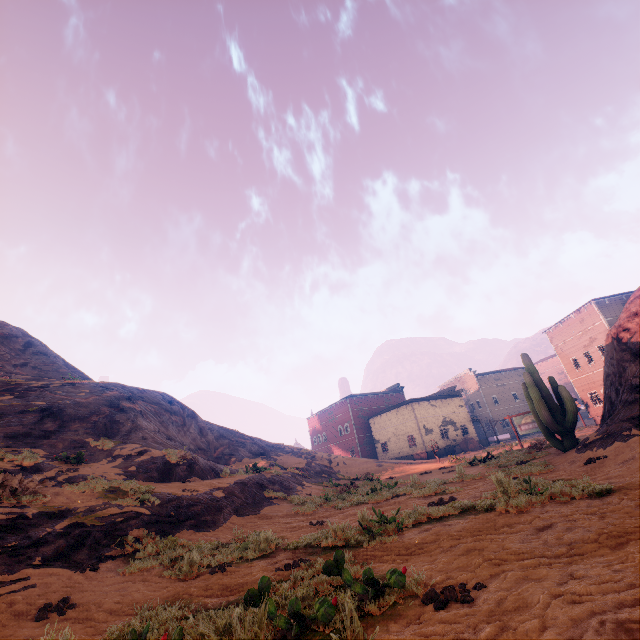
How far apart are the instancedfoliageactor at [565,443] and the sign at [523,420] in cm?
742

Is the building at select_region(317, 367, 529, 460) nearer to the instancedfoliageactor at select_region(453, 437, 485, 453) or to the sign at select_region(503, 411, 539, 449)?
the instancedfoliageactor at select_region(453, 437, 485, 453)

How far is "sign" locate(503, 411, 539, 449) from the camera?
20.5m

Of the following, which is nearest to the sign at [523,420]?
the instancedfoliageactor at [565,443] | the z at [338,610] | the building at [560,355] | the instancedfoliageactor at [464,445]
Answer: the z at [338,610]

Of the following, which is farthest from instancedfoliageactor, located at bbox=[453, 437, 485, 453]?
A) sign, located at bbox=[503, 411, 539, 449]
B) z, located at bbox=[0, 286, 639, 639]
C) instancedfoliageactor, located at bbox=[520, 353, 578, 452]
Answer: instancedfoliageactor, located at bbox=[520, 353, 578, 452]

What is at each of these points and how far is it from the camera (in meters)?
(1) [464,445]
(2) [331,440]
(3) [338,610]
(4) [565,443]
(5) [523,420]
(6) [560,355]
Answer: (1) instancedfoliageactor, 39.78
(2) building, 55.66
(3) z, 3.11
(4) instancedfoliageactor, 12.47
(5) sign, 21.06
(6) building, 37.03

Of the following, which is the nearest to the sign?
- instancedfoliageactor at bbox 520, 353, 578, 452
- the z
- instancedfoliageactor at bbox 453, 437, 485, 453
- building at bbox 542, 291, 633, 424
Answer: the z

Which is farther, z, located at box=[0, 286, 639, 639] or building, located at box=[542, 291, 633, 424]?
building, located at box=[542, 291, 633, 424]
